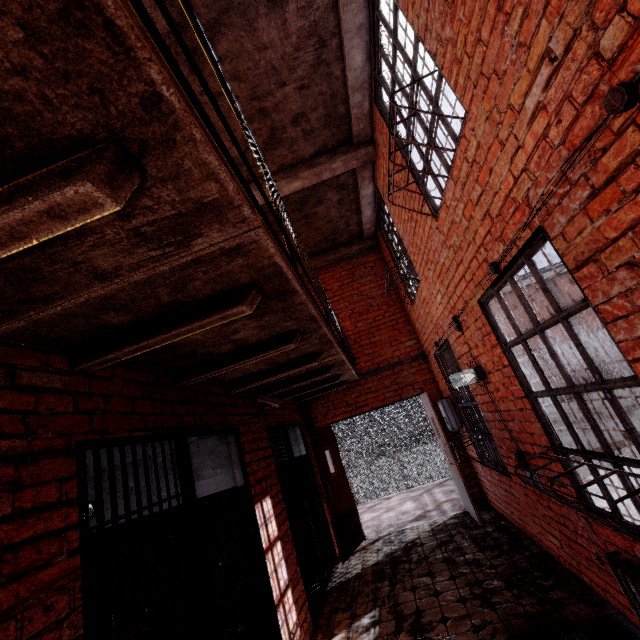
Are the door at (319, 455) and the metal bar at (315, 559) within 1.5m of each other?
yes

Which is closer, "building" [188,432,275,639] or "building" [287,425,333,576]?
"building" [188,432,275,639]

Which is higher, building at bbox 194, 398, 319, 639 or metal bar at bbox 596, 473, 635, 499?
metal bar at bbox 596, 473, 635, 499

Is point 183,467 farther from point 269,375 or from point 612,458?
point 612,458

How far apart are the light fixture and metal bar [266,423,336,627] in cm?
278

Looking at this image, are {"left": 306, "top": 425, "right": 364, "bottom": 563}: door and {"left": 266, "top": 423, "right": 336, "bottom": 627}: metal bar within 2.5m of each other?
yes

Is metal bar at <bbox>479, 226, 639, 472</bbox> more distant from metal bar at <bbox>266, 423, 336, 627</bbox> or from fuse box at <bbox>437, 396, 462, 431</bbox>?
fuse box at <bbox>437, 396, 462, 431</bbox>

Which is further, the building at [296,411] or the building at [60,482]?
the building at [296,411]
